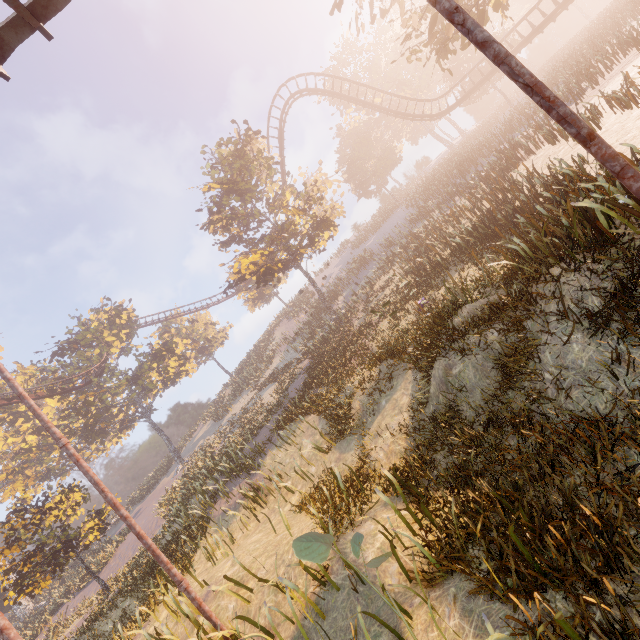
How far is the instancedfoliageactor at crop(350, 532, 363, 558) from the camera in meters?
1.5

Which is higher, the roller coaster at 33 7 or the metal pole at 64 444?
the roller coaster at 33 7

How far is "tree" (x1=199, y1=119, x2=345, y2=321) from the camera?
21.9 meters

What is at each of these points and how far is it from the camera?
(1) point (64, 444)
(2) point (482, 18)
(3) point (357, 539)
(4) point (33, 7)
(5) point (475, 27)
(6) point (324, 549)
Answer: (1) metal pole, 6.96m
(2) tree, 12.78m
(3) instancedfoliageactor, 1.52m
(4) roller coaster, 4.37m
(5) metal pole, 3.61m
(6) instancedfoliageactor, 1.44m

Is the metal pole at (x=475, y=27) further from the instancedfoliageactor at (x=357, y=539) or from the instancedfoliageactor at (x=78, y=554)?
the instancedfoliageactor at (x=78, y=554)

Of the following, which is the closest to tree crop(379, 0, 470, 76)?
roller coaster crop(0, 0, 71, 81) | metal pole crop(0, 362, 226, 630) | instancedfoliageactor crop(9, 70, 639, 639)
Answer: roller coaster crop(0, 0, 71, 81)

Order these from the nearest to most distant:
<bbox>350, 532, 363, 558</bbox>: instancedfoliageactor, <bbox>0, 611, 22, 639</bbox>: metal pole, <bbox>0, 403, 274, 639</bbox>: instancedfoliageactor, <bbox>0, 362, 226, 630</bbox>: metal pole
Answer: <bbox>350, 532, 363, 558</bbox>: instancedfoliageactor < <bbox>0, 611, 22, 639</bbox>: metal pole < <bbox>0, 362, 226, 630</bbox>: metal pole < <bbox>0, 403, 274, 639</bbox>: instancedfoliageactor

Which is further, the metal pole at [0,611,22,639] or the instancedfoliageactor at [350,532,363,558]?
the metal pole at [0,611,22,639]
